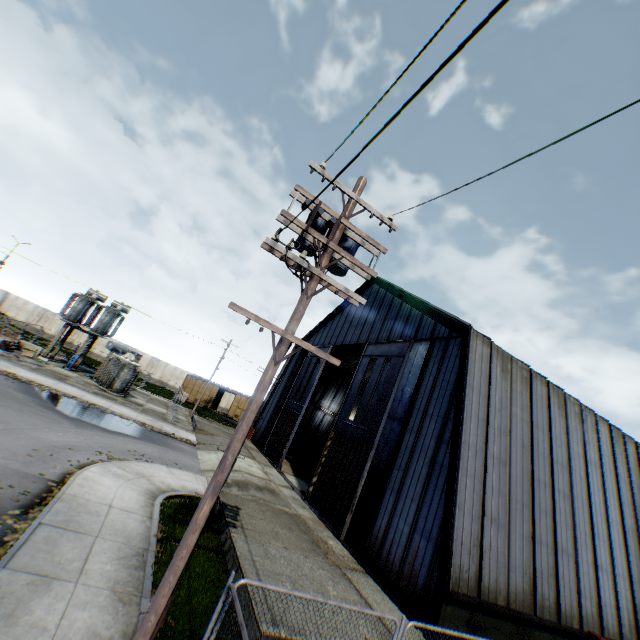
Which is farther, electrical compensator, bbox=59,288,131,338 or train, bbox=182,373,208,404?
train, bbox=182,373,208,404

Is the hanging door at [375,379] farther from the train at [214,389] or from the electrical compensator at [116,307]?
the electrical compensator at [116,307]

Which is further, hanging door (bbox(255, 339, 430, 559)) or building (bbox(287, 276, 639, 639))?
hanging door (bbox(255, 339, 430, 559))

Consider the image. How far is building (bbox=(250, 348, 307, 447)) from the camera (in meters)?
31.00

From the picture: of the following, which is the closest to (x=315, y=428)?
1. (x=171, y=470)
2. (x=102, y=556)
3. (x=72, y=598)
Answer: → (x=171, y=470)

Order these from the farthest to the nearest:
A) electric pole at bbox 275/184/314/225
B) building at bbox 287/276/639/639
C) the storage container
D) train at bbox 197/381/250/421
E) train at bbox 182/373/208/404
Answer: train at bbox 182/373/208/404 → train at bbox 197/381/250/421 → the storage container → building at bbox 287/276/639/639 → electric pole at bbox 275/184/314/225

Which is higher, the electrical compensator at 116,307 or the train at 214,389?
the electrical compensator at 116,307

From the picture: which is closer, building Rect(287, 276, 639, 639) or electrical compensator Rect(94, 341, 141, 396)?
building Rect(287, 276, 639, 639)
